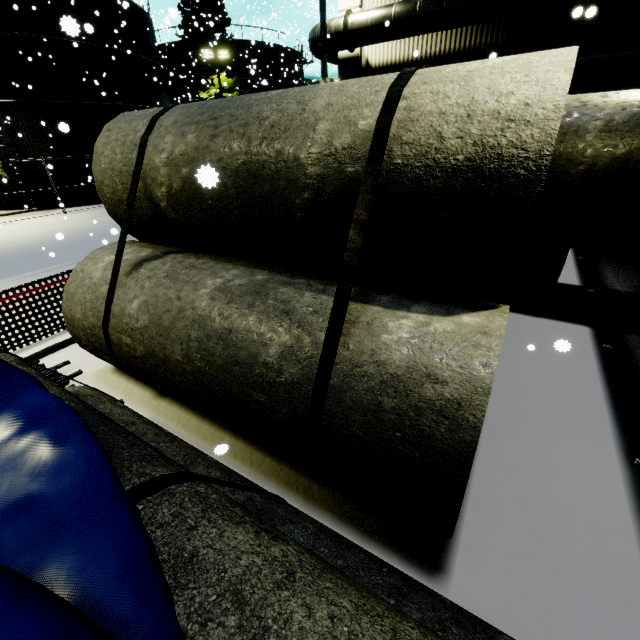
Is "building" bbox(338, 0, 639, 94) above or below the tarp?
above

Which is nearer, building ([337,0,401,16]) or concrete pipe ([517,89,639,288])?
concrete pipe ([517,89,639,288])

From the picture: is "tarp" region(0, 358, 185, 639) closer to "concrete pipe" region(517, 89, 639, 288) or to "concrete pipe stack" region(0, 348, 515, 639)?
"concrete pipe stack" region(0, 348, 515, 639)

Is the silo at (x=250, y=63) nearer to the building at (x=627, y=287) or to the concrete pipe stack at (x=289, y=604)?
the building at (x=627, y=287)

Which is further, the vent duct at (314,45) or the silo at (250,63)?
the silo at (250,63)

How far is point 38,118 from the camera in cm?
1945

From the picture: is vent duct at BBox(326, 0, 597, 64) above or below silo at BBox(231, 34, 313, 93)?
below

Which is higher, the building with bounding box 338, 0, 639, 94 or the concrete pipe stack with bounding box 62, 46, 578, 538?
the building with bounding box 338, 0, 639, 94
